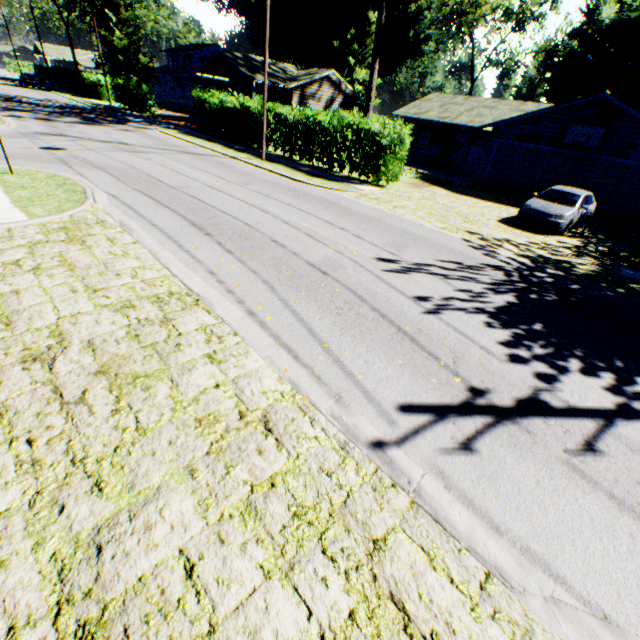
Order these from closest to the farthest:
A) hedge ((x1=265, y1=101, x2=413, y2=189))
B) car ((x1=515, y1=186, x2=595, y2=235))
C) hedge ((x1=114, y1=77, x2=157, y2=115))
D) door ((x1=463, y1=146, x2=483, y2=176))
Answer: car ((x1=515, y1=186, x2=595, y2=235)) → hedge ((x1=265, y1=101, x2=413, y2=189)) → door ((x1=463, y1=146, x2=483, y2=176)) → hedge ((x1=114, y1=77, x2=157, y2=115))

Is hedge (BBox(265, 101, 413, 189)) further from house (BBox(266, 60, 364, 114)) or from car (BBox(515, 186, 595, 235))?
car (BBox(515, 186, 595, 235))

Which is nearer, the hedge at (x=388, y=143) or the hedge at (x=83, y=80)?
the hedge at (x=388, y=143)

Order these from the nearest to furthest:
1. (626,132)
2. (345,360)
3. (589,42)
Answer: (345,360) < (626,132) < (589,42)

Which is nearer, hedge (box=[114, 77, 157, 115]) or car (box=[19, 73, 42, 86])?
hedge (box=[114, 77, 157, 115])

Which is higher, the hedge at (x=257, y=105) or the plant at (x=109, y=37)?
the plant at (x=109, y=37)

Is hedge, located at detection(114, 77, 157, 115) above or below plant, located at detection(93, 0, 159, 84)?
below

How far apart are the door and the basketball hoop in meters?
8.2 m
